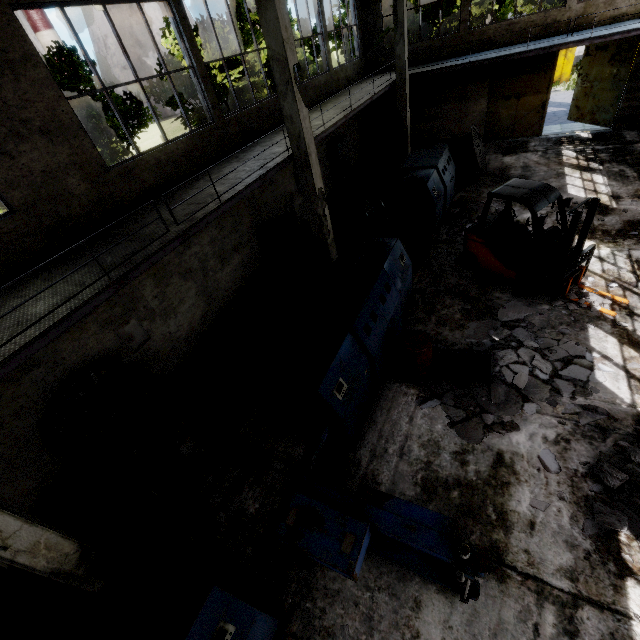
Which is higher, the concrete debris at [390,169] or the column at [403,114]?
the column at [403,114]

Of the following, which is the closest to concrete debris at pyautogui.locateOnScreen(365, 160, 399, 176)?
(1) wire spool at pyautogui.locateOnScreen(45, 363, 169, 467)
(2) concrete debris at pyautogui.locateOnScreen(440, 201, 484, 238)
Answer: (2) concrete debris at pyautogui.locateOnScreen(440, 201, 484, 238)

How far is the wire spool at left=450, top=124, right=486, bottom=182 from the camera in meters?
13.1

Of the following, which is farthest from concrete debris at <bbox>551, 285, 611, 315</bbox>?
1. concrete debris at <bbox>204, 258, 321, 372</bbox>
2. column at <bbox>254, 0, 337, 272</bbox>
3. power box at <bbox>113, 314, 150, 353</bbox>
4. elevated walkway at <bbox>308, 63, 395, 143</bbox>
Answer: power box at <bbox>113, 314, 150, 353</bbox>

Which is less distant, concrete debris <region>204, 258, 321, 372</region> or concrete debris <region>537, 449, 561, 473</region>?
concrete debris <region>537, 449, 561, 473</region>

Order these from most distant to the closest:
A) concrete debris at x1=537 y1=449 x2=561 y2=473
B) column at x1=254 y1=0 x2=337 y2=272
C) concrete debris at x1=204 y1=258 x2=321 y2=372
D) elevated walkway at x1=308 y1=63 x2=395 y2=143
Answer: elevated walkway at x1=308 y1=63 x2=395 y2=143 → concrete debris at x1=204 y1=258 x2=321 y2=372 → column at x1=254 y1=0 x2=337 y2=272 → concrete debris at x1=537 y1=449 x2=561 y2=473

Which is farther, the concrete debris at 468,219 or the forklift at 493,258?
the concrete debris at 468,219

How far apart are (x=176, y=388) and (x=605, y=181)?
16.4m
